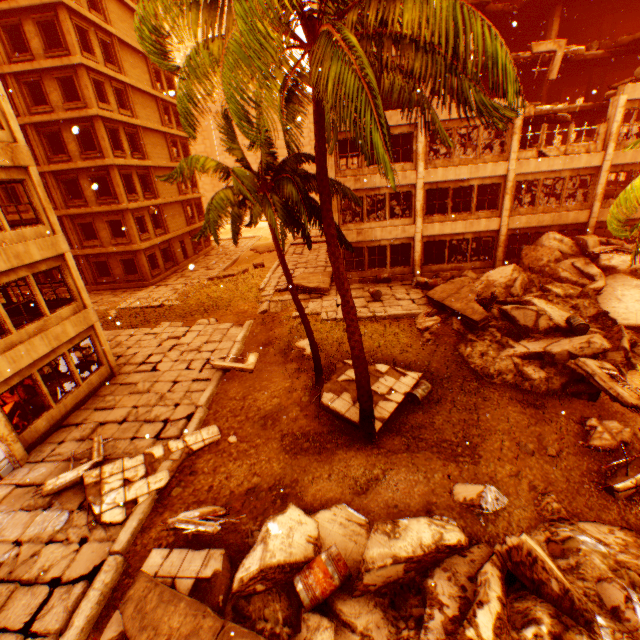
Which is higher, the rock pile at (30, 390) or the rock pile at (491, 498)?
the rock pile at (30, 390)

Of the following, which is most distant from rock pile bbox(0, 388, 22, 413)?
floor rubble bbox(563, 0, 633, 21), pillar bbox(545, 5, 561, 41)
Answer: pillar bbox(545, 5, 561, 41)

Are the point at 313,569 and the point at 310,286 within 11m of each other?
no

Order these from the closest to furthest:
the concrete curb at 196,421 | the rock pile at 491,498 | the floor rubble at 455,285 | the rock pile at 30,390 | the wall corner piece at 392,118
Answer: the rock pile at 491,498 < the concrete curb at 196,421 < the rock pile at 30,390 < the floor rubble at 455,285 < the wall corner piece at 392,118

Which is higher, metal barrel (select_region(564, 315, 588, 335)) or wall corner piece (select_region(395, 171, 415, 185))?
wall corner piece (select_region(395, 171, 415, 185))

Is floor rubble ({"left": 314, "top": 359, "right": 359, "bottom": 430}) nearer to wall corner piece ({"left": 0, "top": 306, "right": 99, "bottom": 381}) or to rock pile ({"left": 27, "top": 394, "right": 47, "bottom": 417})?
wall corner piece ({"left": 0, "top": 306, "right": 99, "bottom": 381})

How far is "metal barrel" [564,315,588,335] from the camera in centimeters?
1236cm

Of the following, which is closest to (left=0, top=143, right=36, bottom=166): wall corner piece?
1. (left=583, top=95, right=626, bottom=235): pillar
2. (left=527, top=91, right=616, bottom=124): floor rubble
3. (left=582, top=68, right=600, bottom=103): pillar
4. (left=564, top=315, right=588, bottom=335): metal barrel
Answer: (left=527, top=91, right=616, bottom=124): floor rubble
